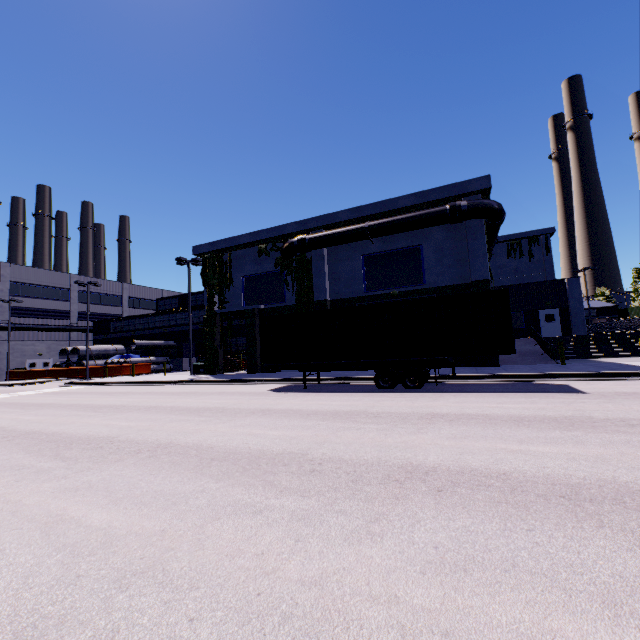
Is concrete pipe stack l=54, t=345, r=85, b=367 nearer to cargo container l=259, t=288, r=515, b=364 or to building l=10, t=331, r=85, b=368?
building l=10, t=331, r=85, b=368

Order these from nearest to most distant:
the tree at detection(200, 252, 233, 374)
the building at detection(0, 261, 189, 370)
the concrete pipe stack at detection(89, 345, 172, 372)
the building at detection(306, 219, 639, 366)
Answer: the building at detection(306, 219, 639, 366)
the tree at detection(200, 252, 233, 374)
the concrete pipe stack at detection(89, 345, 172, 372)
the building at detection(0, 261, 189, 370)

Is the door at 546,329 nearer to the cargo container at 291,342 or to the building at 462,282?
the building at 462,282

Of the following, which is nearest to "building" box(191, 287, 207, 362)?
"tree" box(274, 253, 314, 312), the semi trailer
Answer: "tree" box(274, 253, 314, 312)

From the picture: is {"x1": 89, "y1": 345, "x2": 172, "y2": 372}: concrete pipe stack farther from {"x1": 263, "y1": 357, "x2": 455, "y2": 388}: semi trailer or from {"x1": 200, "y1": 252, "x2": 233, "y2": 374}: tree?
{"x1": 263, "y1": 357, "x2": 455, "y2": 388}: semi trailer

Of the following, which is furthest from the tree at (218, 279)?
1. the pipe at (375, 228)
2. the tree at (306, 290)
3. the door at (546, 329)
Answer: the door at (546, 329)

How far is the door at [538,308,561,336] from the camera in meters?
28.4

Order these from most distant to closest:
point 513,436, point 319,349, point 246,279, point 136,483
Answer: point 246,279, point 319,349, point 513,436, point 136,483
